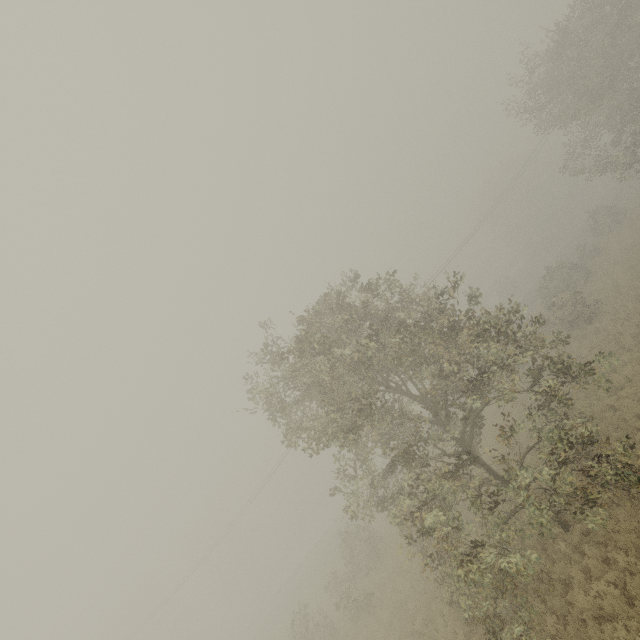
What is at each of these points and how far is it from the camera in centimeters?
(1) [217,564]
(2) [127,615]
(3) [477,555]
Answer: (1) tree, 5806cm
(2) tree, 5178cm
(3) tree, 998cm

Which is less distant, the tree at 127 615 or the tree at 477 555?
the tree at 477 555

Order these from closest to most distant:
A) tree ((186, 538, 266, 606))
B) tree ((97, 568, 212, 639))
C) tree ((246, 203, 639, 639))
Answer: tree ((246, 203, 639, 639)), tree ((97, 568, 212, 639)), tree ((186, 538, 266, 606))

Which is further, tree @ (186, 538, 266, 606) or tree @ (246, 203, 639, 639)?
tree @ (186, 538, 266, 606)

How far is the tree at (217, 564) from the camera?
56.03m

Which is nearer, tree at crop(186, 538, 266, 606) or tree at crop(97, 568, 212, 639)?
tree at crop(97, 568, 212, 639)

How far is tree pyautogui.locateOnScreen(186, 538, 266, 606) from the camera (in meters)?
56.03
